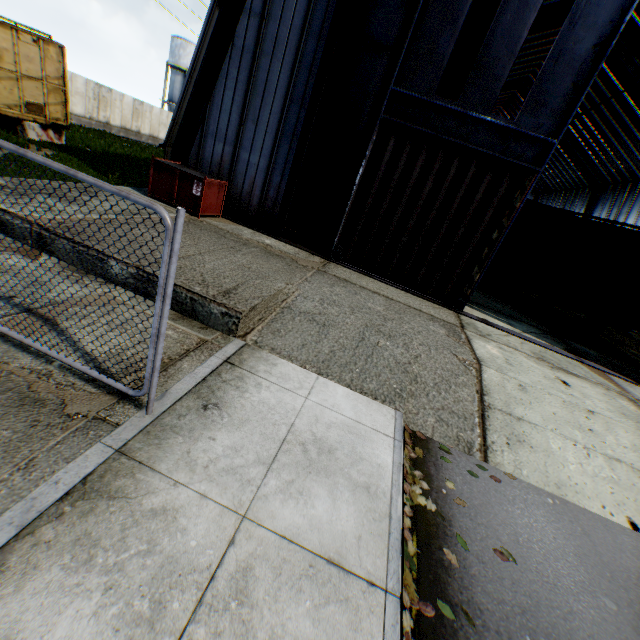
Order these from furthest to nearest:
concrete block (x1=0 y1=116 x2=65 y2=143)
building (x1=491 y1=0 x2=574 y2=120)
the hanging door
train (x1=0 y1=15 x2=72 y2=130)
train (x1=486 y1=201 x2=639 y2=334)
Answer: building (x1=491 y1=0 x2=574 y2=120) → concrete block (x1=0 y1=116 x2=65 y2=143) → train (x1=0 y1=15 x2=72 y2=130) → train (x1=486 y1=201 x2=639 y2=334) → the hanging door

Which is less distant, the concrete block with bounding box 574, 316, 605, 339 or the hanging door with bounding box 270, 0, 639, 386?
the hanging door with bounding box 270, 0, 639, 386

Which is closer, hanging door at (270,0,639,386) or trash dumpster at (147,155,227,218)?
hanging door at (270,0,639,386)

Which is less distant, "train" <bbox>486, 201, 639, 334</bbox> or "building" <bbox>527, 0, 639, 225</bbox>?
"train" <bbox>486, 201, 639, 334</bbox>

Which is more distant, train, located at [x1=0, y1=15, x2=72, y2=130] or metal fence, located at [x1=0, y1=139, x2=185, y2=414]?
train, located at [x1=0, y1=15, x2=72, y2=130]

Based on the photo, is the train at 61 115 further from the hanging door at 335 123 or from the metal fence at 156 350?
the hanging door at 335 123

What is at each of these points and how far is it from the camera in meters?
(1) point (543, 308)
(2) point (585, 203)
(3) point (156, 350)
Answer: (1) concrete block, 13.8 m
(2) building, 34.6 m
(3) metal fence, 3.1 m

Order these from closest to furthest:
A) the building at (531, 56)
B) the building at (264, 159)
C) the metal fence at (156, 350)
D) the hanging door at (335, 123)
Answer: the metal fence at (156, 350) < the hanging door at (335, 123) < the building at (264, 159) < the building at (531, 56)
